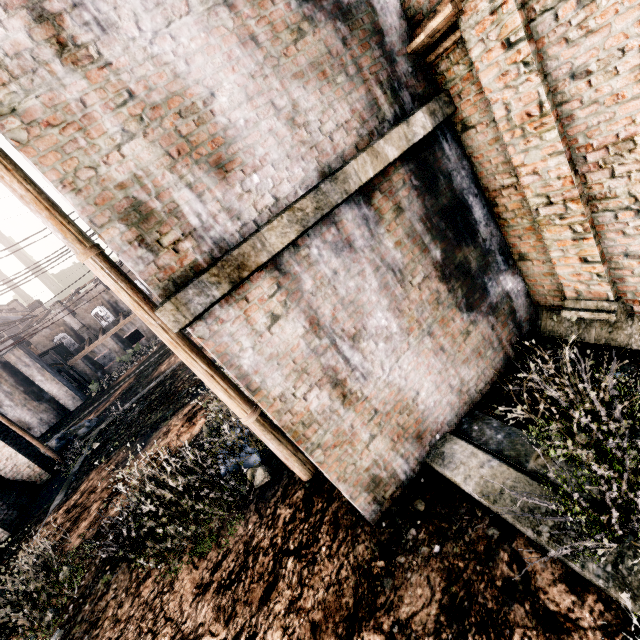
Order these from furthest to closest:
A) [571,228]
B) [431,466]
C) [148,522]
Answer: [148,522]
[431,466]
[571,228]

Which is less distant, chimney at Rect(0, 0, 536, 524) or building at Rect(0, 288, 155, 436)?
chimney at Rect(0, 0, 536, 524)

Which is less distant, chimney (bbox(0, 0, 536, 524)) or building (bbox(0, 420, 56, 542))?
chimney (bbox(0, 0, 536, 524))

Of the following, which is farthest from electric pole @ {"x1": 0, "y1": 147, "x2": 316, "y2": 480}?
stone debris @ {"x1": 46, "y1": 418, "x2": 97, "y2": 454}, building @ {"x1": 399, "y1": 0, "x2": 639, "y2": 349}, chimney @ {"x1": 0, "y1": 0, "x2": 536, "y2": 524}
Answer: stone debris @ {"x1": 46, "y1": 418, "x2": 97, "y2": 454}

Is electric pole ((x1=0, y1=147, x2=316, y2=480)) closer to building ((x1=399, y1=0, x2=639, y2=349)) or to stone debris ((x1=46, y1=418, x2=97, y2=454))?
building ((x1=399, y1=0, x2=639, y2=349))

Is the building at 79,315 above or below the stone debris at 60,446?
above

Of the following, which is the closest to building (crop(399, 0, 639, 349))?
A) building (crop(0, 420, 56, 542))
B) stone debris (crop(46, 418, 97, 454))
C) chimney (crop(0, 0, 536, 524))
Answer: chimney (crop(0, 0, 536, 524))

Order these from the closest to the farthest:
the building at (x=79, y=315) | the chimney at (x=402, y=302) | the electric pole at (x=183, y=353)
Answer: the chimney at (x=402, y=302), the electric pole at (x=183, y=353), the building at (x=79, y=315)
